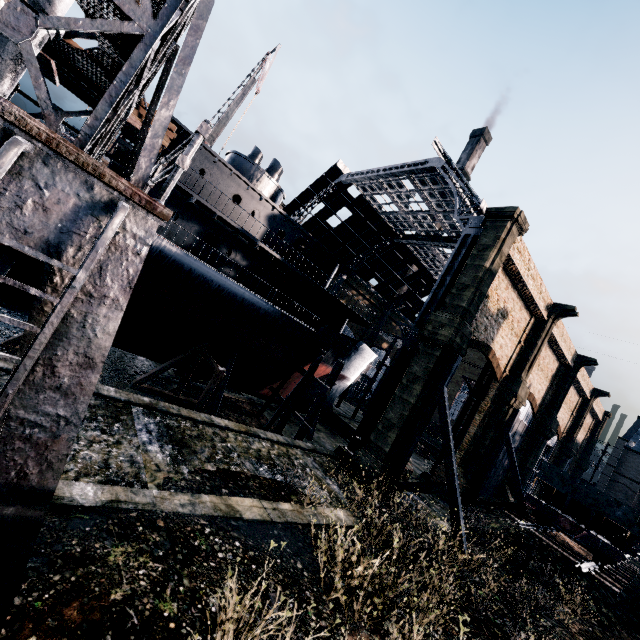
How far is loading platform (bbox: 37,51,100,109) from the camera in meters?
13.6 m

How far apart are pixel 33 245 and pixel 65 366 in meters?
1.2 m

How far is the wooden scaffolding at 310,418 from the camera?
21.8m

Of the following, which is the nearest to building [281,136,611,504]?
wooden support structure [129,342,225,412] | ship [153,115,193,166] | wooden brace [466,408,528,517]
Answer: wooden brace [466,408,528,517]

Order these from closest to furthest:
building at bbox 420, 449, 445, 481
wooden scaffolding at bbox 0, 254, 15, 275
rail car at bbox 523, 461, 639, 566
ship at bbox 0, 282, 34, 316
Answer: wooden scaffolding at bbox 0, 254, 15, 275
ship at bbox 0, 282, 34, 316
rail car at bbox 523, 461, 639, 566
building at bbox 420, 449, 445, 481

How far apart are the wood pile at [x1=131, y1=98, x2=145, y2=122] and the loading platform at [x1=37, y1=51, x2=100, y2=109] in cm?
3

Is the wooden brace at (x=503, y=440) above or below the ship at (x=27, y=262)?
above

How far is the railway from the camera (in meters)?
15.66
